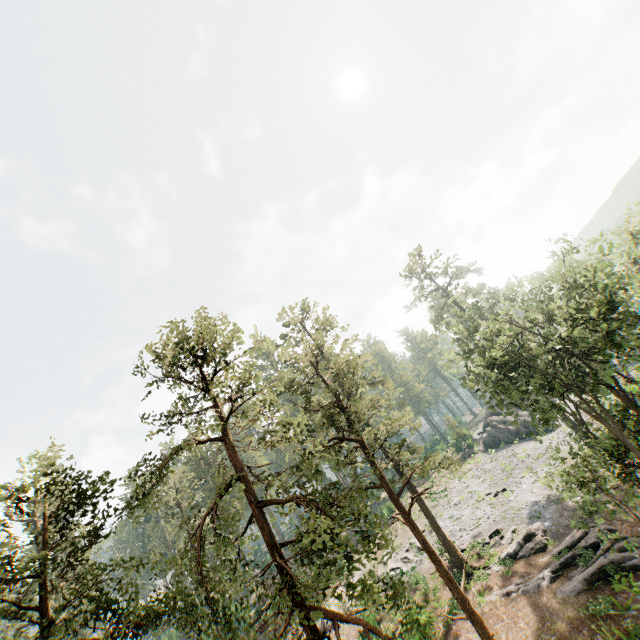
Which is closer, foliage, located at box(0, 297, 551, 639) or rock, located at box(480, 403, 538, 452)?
foliage, located at box(0, 297, 551, 639)

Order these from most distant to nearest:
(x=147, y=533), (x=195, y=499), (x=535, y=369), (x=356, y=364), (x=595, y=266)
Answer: (x=147, y=533) → (x=195, y=499) → (x=356, y=364) → (x=535, y=369) → (x=595, y=266)

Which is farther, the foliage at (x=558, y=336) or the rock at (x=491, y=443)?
the rock at (x=491, y=443)

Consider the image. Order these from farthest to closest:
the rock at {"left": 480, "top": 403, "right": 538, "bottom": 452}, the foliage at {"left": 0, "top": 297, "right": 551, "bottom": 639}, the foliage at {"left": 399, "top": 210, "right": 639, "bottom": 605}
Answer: the rock at {"left": 480, "top": 403, "right": 538, "bottom": 452}
the foliage at {"left": 399, "top": 210, "right": 639, "bottom": 605}
the foliage at {"left": 0, "top": 297, "right": 551, "bottom": 639}

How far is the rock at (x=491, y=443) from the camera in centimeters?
4656cm

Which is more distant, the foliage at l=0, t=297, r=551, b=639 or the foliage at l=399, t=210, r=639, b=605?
the foliage at l=399, t=210, r=639, b=605

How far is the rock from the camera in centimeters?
4656cm
